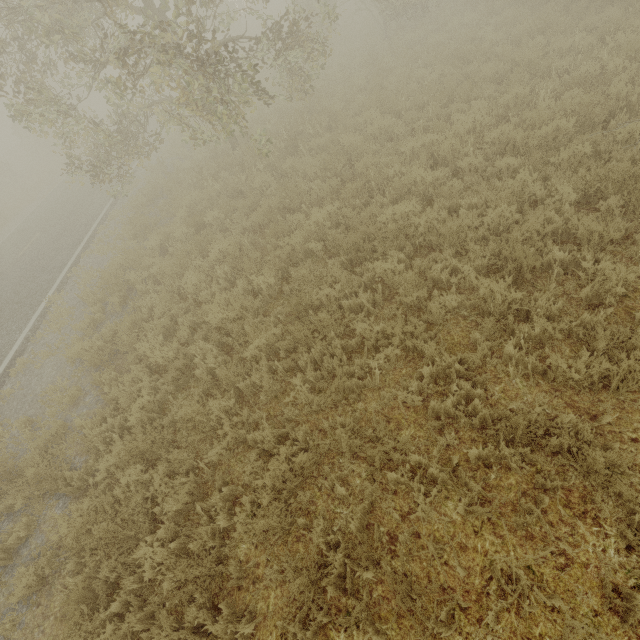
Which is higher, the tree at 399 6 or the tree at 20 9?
the tree at 20 9

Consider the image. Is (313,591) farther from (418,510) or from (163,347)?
(163,347)

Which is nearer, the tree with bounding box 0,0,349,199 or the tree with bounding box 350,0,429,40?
the tree with bounding box 0,0,349,199

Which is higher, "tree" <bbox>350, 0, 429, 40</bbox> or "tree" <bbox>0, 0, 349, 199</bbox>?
"tree" <bbox>0, 0, 349, 199</bbox>

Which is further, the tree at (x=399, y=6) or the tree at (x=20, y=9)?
the tree at (x=399, y=6)
